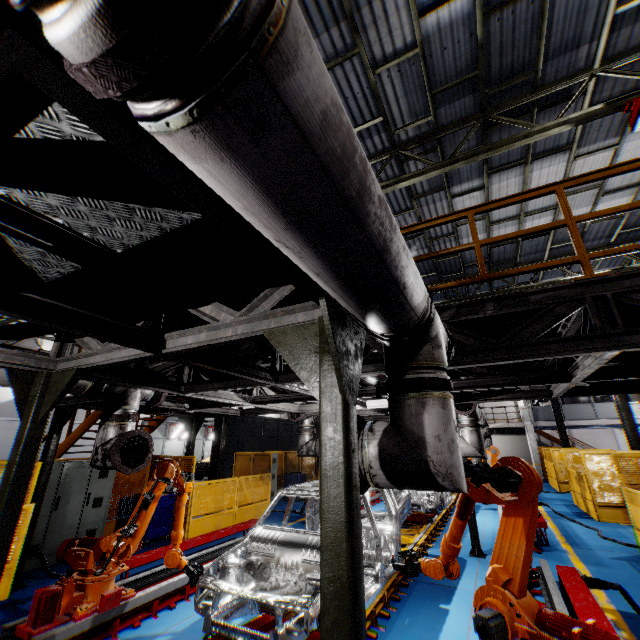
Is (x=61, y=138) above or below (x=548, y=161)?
below

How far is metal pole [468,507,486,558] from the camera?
7.72m

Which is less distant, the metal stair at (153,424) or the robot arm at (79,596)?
the robot arm at (79,596)

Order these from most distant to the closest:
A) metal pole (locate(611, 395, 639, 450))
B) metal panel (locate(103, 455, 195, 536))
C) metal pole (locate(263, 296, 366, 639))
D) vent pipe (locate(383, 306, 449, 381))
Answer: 1. metal pole (locate(611, 395, 639, 450))
2. metal panel (locate(103, 455, 195, 536))
3. vent pipe (locate(383, 306, 449, 381))
4. metal pole (locate(263, 296, 366, 639))

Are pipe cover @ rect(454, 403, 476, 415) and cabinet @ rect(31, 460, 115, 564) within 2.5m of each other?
no

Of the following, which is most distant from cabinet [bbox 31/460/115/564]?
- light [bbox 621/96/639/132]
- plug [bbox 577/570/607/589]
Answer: light [bbox 621/96/639/132]

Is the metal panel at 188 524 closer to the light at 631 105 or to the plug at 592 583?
the plug at 592 583

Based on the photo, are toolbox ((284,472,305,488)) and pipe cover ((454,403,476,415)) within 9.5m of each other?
no
